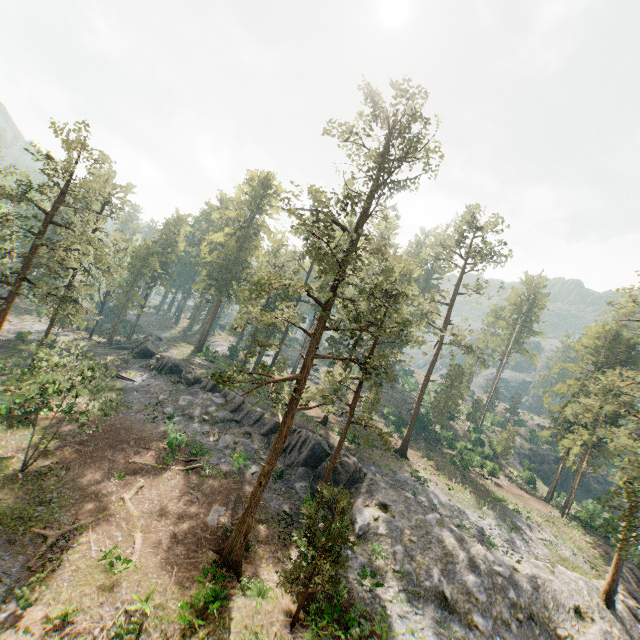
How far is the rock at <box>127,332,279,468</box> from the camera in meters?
32.4 m

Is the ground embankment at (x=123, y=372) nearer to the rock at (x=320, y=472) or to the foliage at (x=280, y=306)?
the rock at (x=320, y=472)

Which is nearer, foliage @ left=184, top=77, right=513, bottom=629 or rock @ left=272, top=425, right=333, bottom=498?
foliage @ left=184, top=77, right=513, bottom=629

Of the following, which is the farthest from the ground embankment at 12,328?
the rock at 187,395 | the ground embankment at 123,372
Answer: the rock at 187,395

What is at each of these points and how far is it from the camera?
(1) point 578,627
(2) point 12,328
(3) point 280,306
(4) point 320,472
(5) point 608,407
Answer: (1) rock, 23.5m
(2) ground embankment, 46.8m
(3) foliage, 46.7m
(4) rock, 30.8m
(5) foliage, 28.8m

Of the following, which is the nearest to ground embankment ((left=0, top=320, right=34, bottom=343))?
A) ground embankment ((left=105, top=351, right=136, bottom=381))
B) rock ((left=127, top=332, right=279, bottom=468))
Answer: ground embankment ((left=105, top=351, right=136, bottom=381))

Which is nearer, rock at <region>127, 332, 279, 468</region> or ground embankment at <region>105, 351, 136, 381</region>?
rock at <region>127, 332, 279, 468</region>
